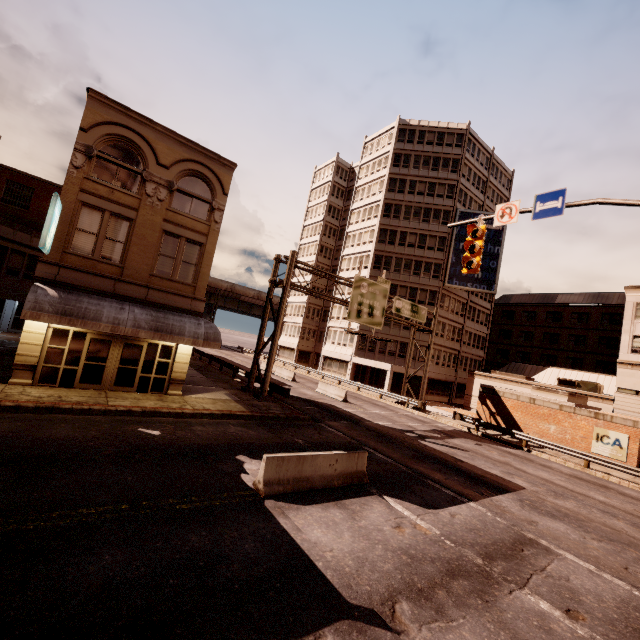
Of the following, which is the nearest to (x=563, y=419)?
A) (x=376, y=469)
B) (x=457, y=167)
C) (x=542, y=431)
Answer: (x=542, y=431)

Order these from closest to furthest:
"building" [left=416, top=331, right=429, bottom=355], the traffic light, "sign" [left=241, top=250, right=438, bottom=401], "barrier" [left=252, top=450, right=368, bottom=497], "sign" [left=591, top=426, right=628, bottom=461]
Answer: "barrier" [left=252, top=450, right=368, bottom=497] → the traffic light → "sign" [left=591, top=426, right=628, bottom=461] → "sign" [left=241, top=250, right=438, bottom=401] → "building" [left=416, top=331, right=429, bottom=355]

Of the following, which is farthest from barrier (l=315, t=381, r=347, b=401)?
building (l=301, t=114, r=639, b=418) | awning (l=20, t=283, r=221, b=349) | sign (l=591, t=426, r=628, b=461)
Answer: sign (l=591, t=426, r=628, b=461)

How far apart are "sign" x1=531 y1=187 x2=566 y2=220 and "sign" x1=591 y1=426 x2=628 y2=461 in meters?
20.6

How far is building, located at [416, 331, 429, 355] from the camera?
42.0 meters

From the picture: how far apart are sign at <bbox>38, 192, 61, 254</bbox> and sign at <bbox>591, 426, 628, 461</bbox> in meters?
32.9

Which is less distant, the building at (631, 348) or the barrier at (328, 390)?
the barrier at (328, 390)

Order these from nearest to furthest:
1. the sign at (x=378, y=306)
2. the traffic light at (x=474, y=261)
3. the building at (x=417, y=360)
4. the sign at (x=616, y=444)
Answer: the traffic light at (x=474, y=261), the sign at (x=616, y=444), the sign at (x=378, y=306), the building at (x=417, y=360)
